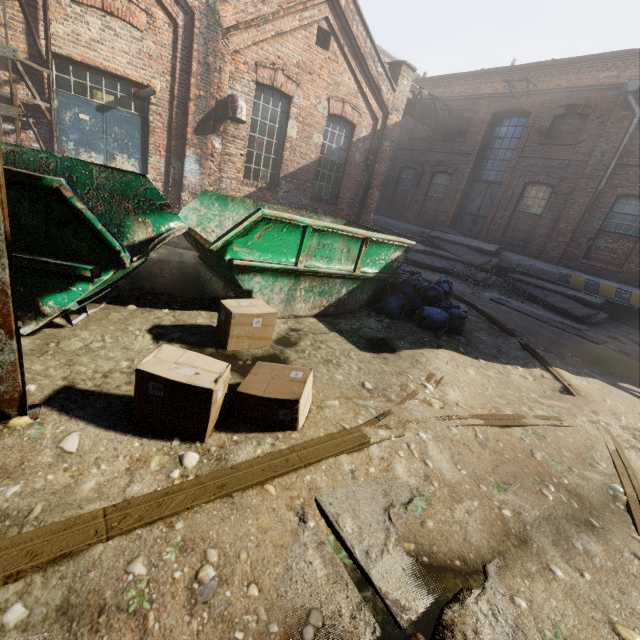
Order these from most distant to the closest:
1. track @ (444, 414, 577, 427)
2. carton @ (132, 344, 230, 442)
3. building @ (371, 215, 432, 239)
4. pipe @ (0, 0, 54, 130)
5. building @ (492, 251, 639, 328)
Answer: building @ (371, 215, 432, 239) → building @ (492, 251, 639, 328) → pipe @ (0, 0, 54, 130) → track @ (444, 414, 577, 427) → carton @ (132, 344, 230, 442)

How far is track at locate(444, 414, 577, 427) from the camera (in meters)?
3.07

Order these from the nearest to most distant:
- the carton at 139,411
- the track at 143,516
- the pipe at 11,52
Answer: the track at 143,516, the carton at 139,411, the pipe at 11,52

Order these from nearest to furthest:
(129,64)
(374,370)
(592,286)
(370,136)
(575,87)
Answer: (374,370) < (129,64) < (592,286) < (370,136) < (575,87)

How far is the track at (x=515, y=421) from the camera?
3.1m

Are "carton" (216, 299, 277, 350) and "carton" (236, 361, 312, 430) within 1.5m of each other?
yes

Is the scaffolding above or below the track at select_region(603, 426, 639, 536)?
above

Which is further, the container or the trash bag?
the trash bag
